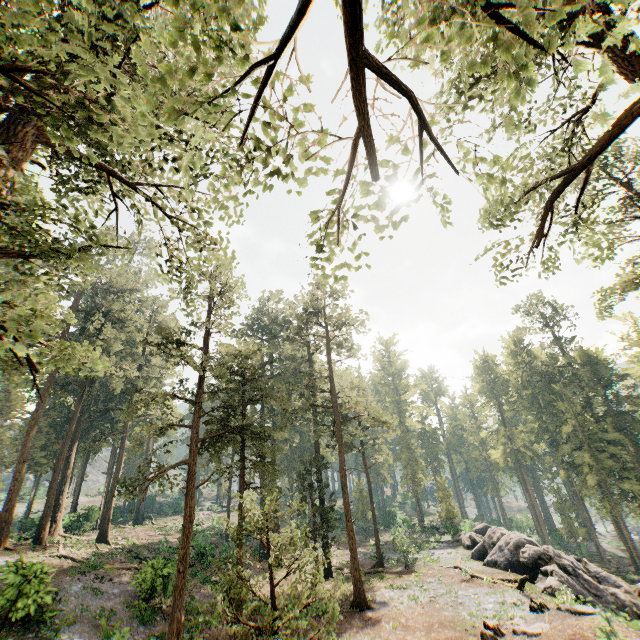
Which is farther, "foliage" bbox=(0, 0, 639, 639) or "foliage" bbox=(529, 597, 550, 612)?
"foliage" bbox=(529, 597, 550, 612)

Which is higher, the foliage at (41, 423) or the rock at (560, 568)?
the foliage at (41, 423)

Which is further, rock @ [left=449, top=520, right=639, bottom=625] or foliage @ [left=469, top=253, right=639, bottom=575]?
foliage @ [left=469, top=253, right=639, bottom=575]

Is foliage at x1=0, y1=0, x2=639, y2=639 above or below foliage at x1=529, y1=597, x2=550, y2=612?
above

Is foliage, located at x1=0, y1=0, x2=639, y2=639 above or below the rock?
above

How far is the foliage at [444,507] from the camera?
41.1 meters

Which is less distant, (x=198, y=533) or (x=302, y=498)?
(x=302, y=498)
